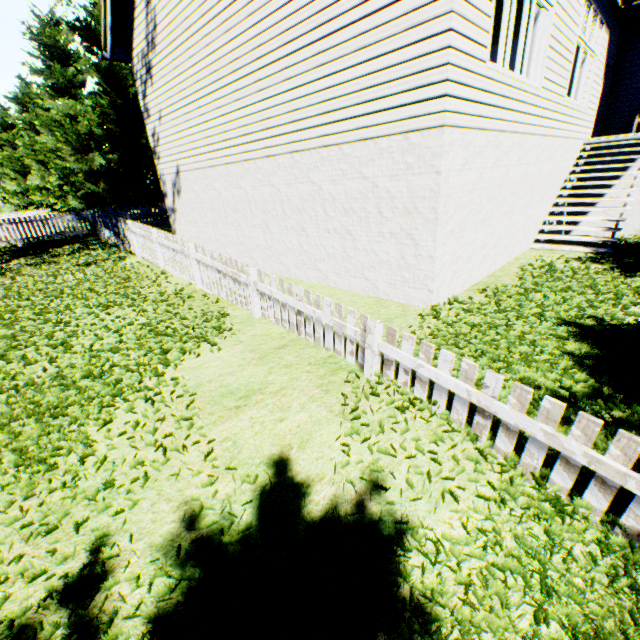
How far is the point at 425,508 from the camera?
2.49m
